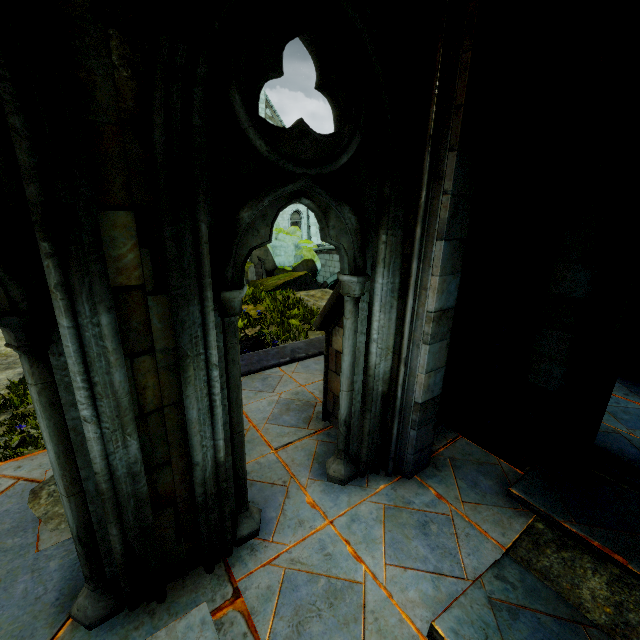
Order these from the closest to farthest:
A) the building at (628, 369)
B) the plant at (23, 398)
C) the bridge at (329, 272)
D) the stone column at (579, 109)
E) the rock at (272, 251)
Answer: the stone column at (579, 109)
the plant at (23, 398)
the building at (628, 369)
the rock at (272, 251)
the bridge at (329, 272)

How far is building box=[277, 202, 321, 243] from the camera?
31.9m

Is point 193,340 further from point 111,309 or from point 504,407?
point 504,407

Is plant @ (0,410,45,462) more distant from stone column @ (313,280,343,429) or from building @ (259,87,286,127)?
building @ (259,87,286,127)

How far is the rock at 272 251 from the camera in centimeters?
1276cm

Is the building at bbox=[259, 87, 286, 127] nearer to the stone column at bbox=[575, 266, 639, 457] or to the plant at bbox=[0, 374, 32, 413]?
the stone column at bbox=[575, 266, 639, 457]

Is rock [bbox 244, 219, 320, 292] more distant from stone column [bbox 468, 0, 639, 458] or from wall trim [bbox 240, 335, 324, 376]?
stone column [bbox 468, 0, 639, 458]

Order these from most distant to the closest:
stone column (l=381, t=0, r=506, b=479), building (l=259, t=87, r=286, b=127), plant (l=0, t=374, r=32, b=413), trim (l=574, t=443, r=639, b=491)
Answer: building (l=259, t=87, r=286, b=127) → plant (l=0, t=374, r=32, b=413) → trim (l=574, t=443, r=639, b=491) → stone column (l=381, t=0, r=506, b=479)
